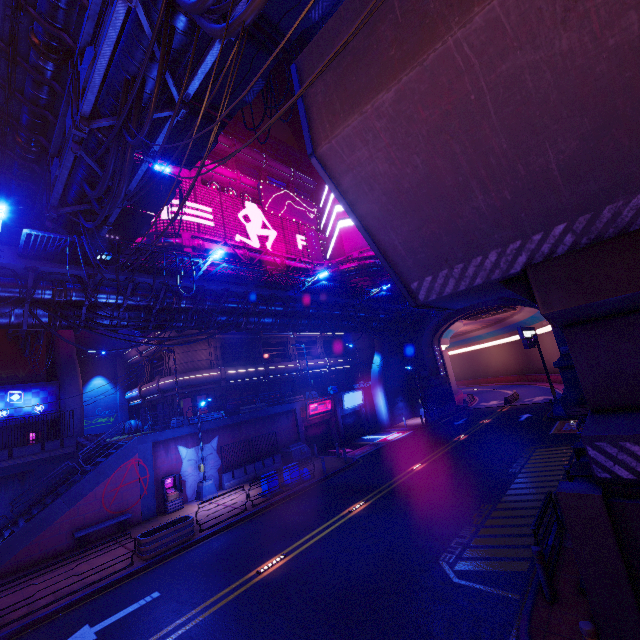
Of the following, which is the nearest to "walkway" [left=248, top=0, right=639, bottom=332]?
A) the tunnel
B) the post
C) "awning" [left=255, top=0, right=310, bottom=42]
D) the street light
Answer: the tunnel

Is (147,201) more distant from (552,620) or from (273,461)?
(552,620)

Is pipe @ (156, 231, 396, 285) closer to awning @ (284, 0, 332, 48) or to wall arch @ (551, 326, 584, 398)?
wall arch @ (551, 326, 584, 398)

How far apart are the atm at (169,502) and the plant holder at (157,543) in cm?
440

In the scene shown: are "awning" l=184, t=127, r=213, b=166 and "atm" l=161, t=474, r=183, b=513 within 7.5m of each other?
no

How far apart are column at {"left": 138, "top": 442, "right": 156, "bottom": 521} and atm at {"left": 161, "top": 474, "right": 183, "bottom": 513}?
0.32m

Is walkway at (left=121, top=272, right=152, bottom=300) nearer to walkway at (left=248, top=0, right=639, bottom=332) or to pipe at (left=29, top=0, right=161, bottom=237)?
pipe at (left=29, top=0, right=161, bottom=237)

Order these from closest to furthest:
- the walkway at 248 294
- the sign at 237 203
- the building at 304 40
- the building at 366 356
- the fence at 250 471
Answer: the walkway at 248 294, the fence at 250 471, the sign at 237 203, the building at 366 356, the building at 304 40
